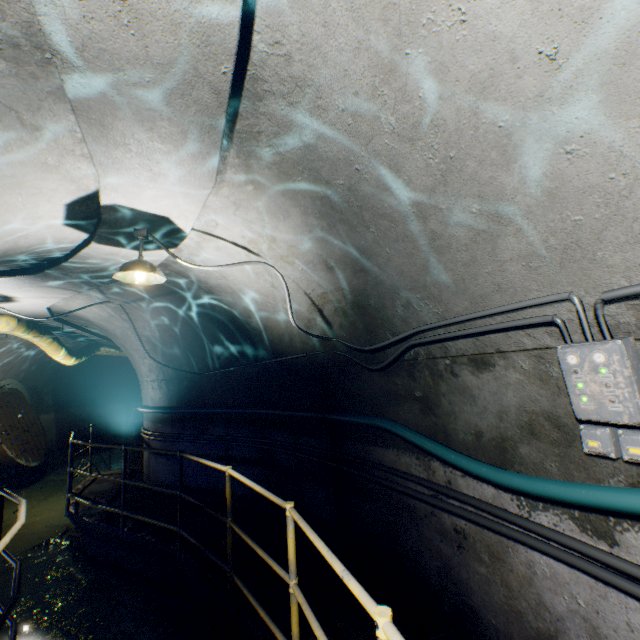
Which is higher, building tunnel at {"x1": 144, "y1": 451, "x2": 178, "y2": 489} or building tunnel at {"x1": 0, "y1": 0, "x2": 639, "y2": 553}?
building tunnel at {"x1": 0, "y1": 0, "x2": 639, "y2": 553}

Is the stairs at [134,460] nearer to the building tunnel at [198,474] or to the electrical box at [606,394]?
the building tunnel at [198,474]

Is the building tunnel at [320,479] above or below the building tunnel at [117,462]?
above

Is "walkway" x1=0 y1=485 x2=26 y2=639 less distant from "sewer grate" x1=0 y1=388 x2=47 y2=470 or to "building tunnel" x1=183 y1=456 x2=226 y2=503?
"building tunnel" x1=183 y1=456 x2=226 y2=503

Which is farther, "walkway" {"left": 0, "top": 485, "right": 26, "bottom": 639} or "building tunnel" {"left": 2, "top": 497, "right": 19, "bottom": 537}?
"building tunnel" {"left": 2, "top": 497, "right": 19, "bottom": 537}

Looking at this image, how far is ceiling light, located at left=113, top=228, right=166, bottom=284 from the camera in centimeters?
305cm

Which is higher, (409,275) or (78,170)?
(78,170)

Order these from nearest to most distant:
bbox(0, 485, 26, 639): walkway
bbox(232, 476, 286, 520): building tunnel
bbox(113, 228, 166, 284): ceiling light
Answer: bbox(0, 485, 26, 639): walkway → bbox(113, 228, 166, 284): ceiling light → bbox(232, 476, 286, 520): building tunnel
